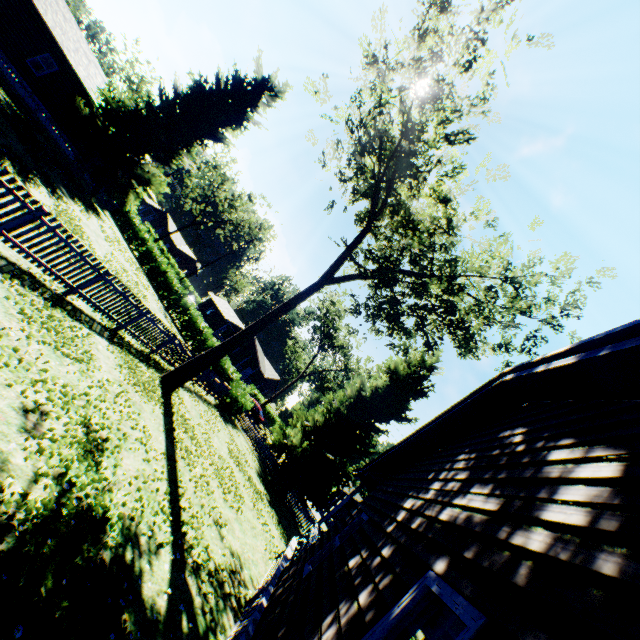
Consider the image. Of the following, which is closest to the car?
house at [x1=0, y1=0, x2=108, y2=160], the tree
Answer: house at [x1=0, y1=0, x2=108, y2=160]

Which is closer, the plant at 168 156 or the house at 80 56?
the house at 80 56

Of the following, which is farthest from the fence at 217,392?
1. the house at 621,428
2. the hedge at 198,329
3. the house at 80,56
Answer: the house at 80,56

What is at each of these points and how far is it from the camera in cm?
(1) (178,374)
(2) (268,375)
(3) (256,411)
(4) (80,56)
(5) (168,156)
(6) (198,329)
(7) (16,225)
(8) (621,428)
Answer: (1) tree, 1308
(2) house, 5722
(3) car, 3728
(4) house, 2494
(5) plant, 2795
(6) hedge, 2788
(7) fence, 722
(8) house, 250

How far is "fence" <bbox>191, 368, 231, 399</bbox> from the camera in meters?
18.2

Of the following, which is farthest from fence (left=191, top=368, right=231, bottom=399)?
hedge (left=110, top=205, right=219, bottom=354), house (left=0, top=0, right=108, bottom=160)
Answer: house (left=0, top=0, right=108, bottom=160)

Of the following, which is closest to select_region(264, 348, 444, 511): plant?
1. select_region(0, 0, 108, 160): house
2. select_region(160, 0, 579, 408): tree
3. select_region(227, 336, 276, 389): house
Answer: select_region(0, 0, 108, 160): house

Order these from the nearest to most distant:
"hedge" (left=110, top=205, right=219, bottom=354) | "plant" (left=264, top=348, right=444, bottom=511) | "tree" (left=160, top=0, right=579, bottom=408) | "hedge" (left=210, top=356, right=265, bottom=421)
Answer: "tree" (left=160, top=0, right=579, bottom=408) < "plant" (left=264, top=348, right=444, bottom=511) < "hedge" (left=210, top=356, right=265, bottom=421) < "hedge" (left=110, top=205, right=219, bottom=354)
